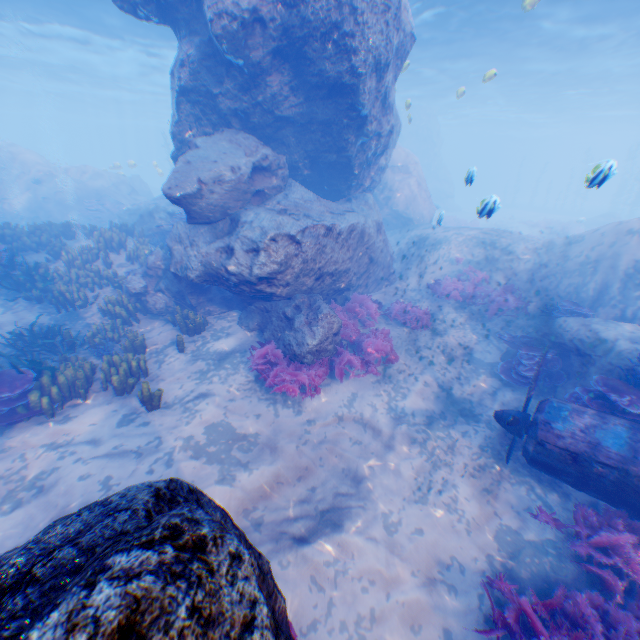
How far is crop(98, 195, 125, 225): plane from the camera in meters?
20.9

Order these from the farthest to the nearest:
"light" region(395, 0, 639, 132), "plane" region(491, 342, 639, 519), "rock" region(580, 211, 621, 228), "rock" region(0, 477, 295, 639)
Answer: "rock" region(580, 211, 621, 228), "light" region(395, 0, 639, 132), "plane" region(491, 342, 639, 519), "rock" region(0, 477, 295, 639)

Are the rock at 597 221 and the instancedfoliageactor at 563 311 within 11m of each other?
no

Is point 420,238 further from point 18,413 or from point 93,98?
point 93,98

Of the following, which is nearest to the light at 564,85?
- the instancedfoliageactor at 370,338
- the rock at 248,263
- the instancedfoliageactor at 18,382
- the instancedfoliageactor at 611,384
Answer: the rock at 248,263

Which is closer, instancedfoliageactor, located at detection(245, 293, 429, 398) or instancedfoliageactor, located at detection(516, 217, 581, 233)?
instancedfoliageactor, located at detection(245, 293, 429, 398)

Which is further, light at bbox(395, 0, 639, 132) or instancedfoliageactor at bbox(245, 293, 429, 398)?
light at bbox(395, 0, 639, 132)

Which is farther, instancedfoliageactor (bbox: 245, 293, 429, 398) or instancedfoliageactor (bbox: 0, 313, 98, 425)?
instancedfoliageactor (bbox: 245, 293, 429, 398)
